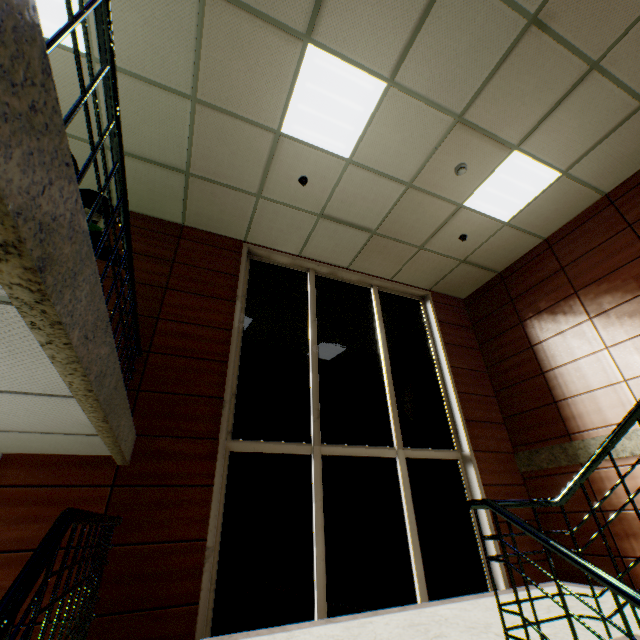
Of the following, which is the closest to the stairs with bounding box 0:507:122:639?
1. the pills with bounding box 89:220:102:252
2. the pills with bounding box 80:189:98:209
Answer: the pills with bounding box 89:220:102:252

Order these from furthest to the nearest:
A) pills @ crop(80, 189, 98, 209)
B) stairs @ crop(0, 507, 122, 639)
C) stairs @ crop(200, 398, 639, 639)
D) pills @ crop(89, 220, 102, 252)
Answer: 1. pills @ crop(80, 189, 98, 209)
2. pills @ crop(89, 220, 102, 252)
3. stairs @ crop(200, 398, 639, 639)
4. stairs @ crop(0, 507, 122, 639)

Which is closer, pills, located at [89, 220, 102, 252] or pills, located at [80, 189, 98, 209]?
pills, located at [89, 220, 102, 252]

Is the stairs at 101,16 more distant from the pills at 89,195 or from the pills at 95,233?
the pills at 89,195

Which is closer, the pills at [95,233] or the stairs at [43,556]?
the stairs at [43,556]

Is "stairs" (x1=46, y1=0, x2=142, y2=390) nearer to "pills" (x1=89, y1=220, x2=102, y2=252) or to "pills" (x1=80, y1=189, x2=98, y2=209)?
"pills" (x1=89, y1=220, x2=102, y2=252)

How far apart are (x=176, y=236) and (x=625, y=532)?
7.4m
